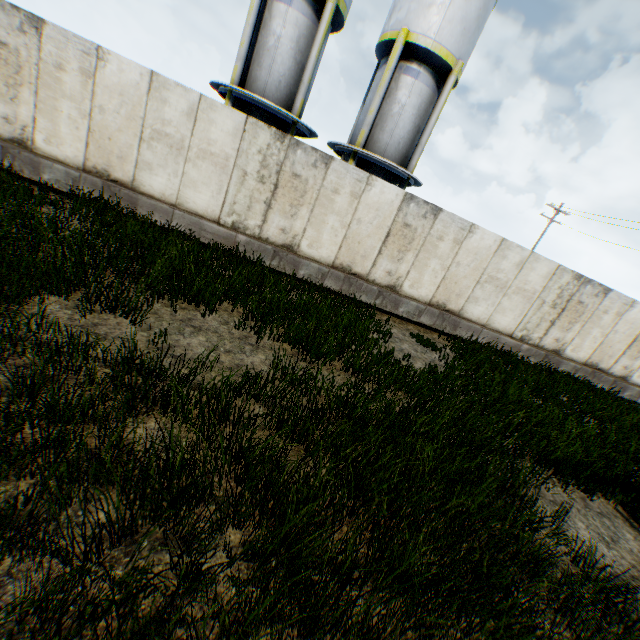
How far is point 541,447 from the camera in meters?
6.1
